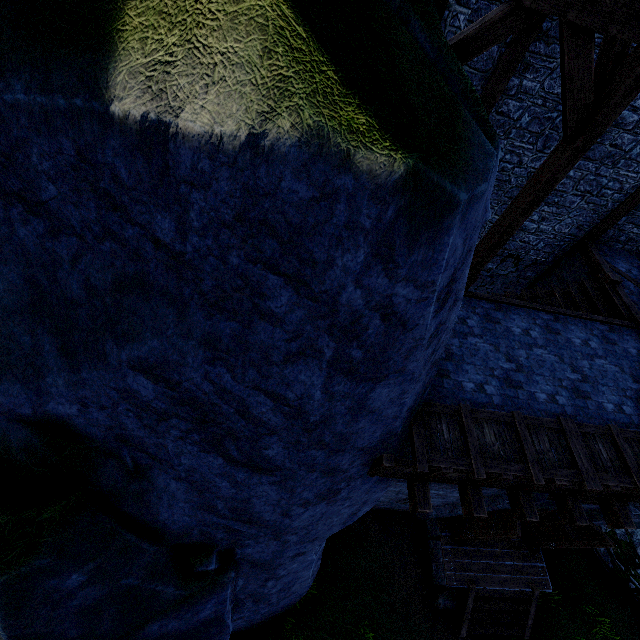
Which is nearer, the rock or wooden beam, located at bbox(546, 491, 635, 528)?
wooden beam, located at bbox(546, 491, 635, 528)

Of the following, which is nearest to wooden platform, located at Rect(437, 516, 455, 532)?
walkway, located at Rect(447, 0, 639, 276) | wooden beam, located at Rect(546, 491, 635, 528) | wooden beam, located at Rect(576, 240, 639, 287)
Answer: wooden beam, located at Rect(546, 491, 635, 528)

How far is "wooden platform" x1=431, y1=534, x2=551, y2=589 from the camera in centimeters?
841cm

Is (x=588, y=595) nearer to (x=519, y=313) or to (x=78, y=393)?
(x=519, y=313)

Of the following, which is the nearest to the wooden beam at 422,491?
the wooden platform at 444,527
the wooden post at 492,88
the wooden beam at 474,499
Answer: the wooden beam at 474,499

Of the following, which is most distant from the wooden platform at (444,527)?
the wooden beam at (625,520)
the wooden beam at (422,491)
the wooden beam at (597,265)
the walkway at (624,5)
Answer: the walkway at (624,5)

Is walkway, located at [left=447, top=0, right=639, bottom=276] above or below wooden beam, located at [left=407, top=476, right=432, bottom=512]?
above

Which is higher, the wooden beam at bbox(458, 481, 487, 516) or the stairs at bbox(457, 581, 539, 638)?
the wooden beam at bbox(458, 481, 487, 516)
